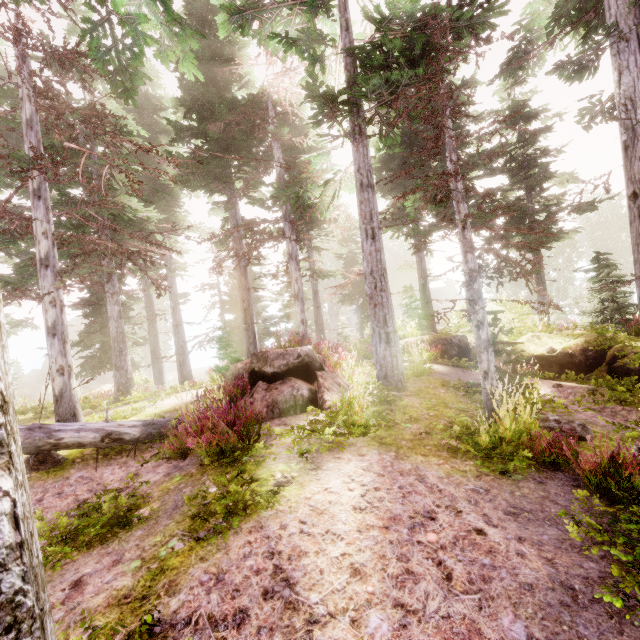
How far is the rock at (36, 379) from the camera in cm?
4206

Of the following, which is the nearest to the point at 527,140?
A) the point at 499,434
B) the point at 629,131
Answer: the point at 629,131

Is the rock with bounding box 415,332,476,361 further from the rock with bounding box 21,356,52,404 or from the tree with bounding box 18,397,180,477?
the rock with bounding box 21,356,52,404

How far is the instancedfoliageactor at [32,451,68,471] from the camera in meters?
6.2 m

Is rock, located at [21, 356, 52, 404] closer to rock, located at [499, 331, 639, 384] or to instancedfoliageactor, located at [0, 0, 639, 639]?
instancedfoliageactor, located at [0, 0, 639, 639]

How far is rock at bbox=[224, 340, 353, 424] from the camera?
7.2 meters

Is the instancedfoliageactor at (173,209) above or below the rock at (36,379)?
above

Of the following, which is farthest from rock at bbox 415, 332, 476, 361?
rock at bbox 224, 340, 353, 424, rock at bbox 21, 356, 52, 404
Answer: rock at bbox 21, 356, 52, 404
